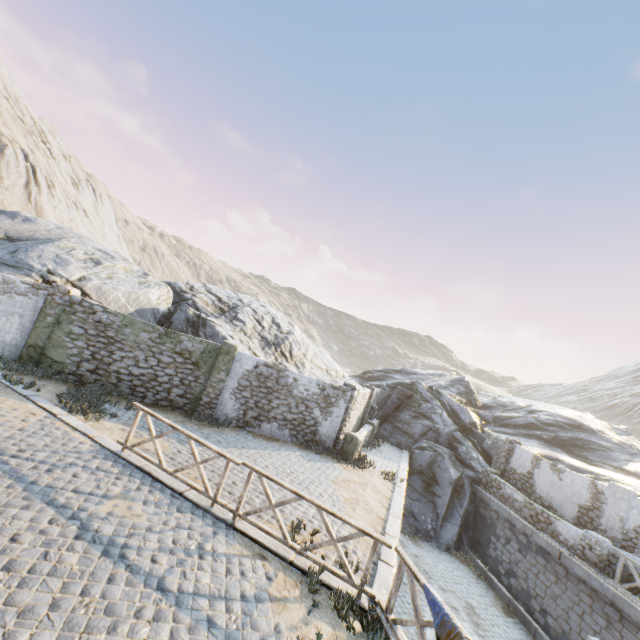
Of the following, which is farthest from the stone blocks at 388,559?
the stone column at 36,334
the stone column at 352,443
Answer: the stone column at 352,443

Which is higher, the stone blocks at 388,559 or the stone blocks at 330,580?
the stone blocks at 388,559

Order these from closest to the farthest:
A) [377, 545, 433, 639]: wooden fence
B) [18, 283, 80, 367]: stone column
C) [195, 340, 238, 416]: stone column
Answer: [377, 545, 433, 639]: wooden fence < [18, 283, 80, 367]: stone column < [195, 340, 238, 416]: stone column

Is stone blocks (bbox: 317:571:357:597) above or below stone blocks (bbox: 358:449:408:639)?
below

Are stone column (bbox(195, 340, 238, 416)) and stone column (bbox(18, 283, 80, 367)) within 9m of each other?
yes

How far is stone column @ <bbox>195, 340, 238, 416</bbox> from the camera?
12.95m

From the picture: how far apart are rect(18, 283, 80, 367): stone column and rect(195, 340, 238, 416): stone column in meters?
5.5 m

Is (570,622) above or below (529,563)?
below
